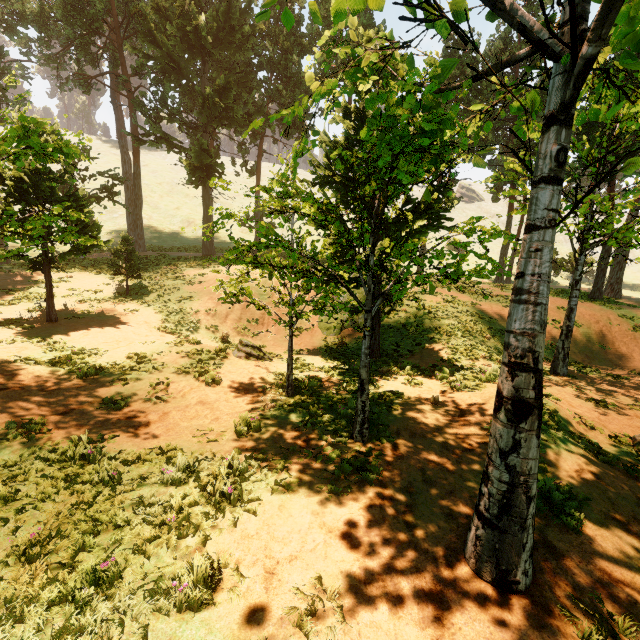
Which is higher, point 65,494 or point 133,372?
point 133,372

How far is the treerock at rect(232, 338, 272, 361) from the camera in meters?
13.2

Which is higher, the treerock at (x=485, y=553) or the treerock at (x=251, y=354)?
the treerock at (x=485, y=553)

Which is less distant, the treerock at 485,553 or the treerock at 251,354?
the treerock at 485,553

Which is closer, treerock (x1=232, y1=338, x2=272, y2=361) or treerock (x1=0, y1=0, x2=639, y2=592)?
treerock (x1=0, y1=0, x2=639, y2=592)

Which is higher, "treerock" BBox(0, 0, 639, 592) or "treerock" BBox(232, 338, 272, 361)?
"treerock" BBox(0, 0, 639, 592)
